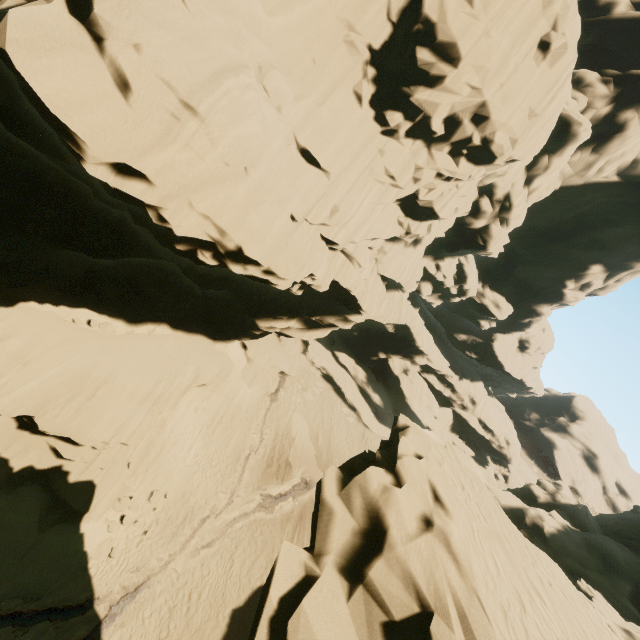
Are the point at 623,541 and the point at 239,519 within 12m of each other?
no

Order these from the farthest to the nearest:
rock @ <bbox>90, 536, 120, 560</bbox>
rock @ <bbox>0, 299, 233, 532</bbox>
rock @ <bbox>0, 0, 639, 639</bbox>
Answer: rock @ <bbox>90, 536, 120, 560</bbox> < rock @ <bbox>0, 299, 233, 532</bbox> < rock @ <bbox>0, 0, 639, 639</bbox>

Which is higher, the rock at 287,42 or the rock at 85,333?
the rock at 287,42

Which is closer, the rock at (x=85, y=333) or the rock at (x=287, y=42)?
the rock at (x=287, y=42)

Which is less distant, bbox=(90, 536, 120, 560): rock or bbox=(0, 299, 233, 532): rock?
bbox=(0, 299, 233, 532): rock

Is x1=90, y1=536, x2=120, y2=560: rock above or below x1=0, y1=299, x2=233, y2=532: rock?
below

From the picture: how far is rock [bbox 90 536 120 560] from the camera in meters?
16.1 m
